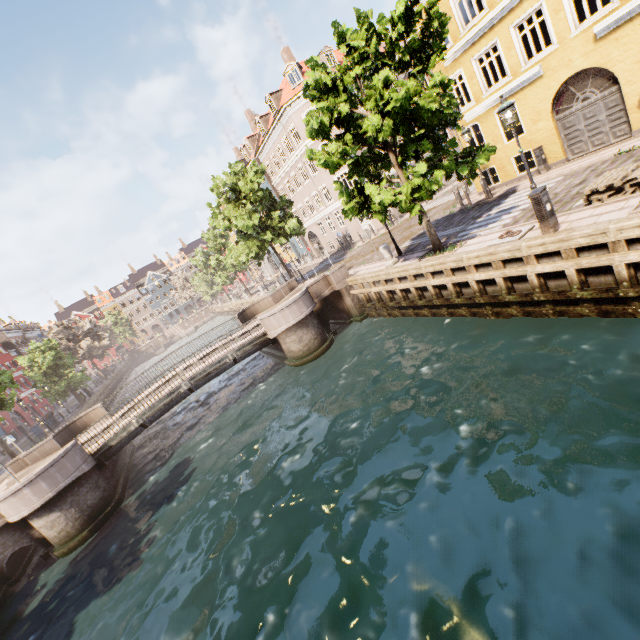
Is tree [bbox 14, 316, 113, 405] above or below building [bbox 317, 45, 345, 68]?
below

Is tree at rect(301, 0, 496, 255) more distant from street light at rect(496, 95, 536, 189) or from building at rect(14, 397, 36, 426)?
building at rect(14, 397, 36, 426)

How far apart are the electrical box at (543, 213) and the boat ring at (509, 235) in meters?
0.8

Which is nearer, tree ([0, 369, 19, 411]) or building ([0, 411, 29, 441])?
tree ([0, 369, 19, 411])

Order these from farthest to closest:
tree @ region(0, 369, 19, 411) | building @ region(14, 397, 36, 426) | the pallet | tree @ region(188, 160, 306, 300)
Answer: building @ region(14, 397, 36, 426), tree @ region(188, 160, 306, 300), tree @ region(0, 369, 19, 411), the pallet

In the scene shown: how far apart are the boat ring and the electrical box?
0.8 meters

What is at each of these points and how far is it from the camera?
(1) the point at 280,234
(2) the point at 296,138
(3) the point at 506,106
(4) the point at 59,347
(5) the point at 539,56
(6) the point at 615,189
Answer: (1) tree, 24.7 meters
(2) building, 30.7 meters
(3) street light, 9.2 meters
(4) tree, 34.8 meters
(5) building, 14.1 meters
(6) pallet, 8.7 meters

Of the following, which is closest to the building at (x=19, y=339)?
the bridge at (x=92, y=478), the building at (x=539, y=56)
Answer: the bridge at (x=92, y=478)
